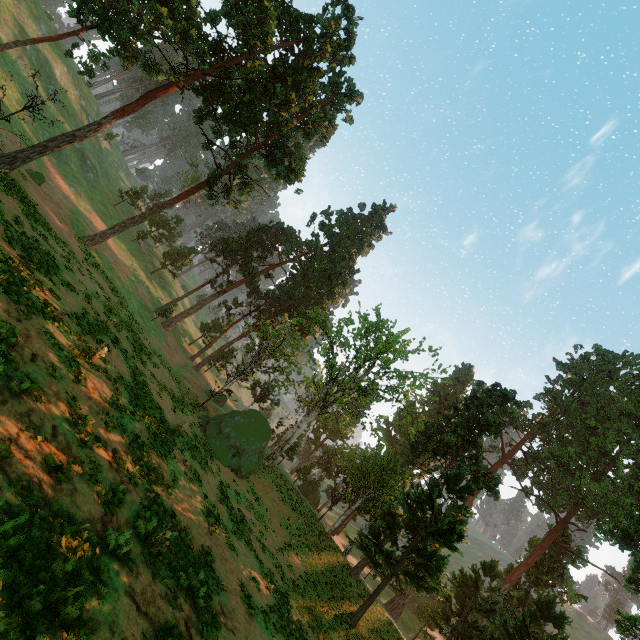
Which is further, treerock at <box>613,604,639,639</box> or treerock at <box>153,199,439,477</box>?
treerock at <box>153,199,439,477</box>

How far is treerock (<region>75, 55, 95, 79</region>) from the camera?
34.72m

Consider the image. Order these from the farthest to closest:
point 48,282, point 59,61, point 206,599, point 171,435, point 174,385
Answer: point 59,61
point 174,385
point 171,435
point 48,282
point 206,599

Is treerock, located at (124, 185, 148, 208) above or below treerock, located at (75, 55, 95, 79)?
above

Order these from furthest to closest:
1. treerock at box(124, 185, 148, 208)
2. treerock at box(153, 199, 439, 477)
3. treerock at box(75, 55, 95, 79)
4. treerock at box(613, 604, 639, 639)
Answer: treerock at box(124, 185, 148, 208) → treerock at box(75, 55, 95, 79) → treerock at box(153, 199, 439, 477) → treerock at box(613, 604, 639, 639)

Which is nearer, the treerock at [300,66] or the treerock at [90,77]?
the treerock at [300,66]
